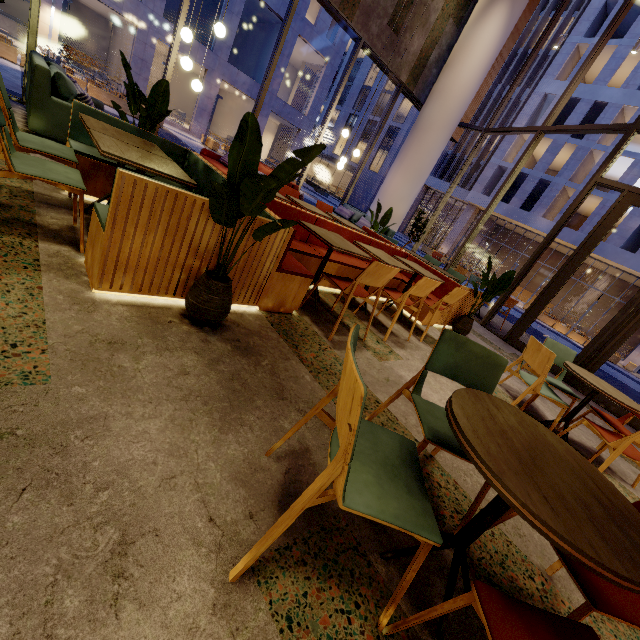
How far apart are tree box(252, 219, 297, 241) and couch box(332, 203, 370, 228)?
6.9m

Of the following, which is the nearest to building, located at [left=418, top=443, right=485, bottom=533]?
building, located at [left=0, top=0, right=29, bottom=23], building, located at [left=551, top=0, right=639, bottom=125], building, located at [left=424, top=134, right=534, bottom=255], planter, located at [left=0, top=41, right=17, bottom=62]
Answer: planter, located at [left=0, top=41, right=17, bottom=62]

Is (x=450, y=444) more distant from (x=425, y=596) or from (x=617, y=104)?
Result: (x=617, y=104)

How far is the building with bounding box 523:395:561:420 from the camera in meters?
3.9 m

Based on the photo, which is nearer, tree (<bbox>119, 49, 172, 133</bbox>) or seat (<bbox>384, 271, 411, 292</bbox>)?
tree (<bbox>119, 49, 172, 133</bbox>)

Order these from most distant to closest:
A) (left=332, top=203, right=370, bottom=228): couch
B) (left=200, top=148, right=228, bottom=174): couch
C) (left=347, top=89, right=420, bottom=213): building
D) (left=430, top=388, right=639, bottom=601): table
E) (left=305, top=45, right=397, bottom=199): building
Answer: (left=305, top=45, right=397, bottom=199): building, (left=347, top=89, right=420, bottom=213): building, (left=332, top=203, right=370, bottom=228): couch, (left=200, top=148, right=228, bottom=174): couch, (left=430, top=388, right=639, bottom=601): table

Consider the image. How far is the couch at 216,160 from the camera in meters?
6.7

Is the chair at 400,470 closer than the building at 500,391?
Yes
